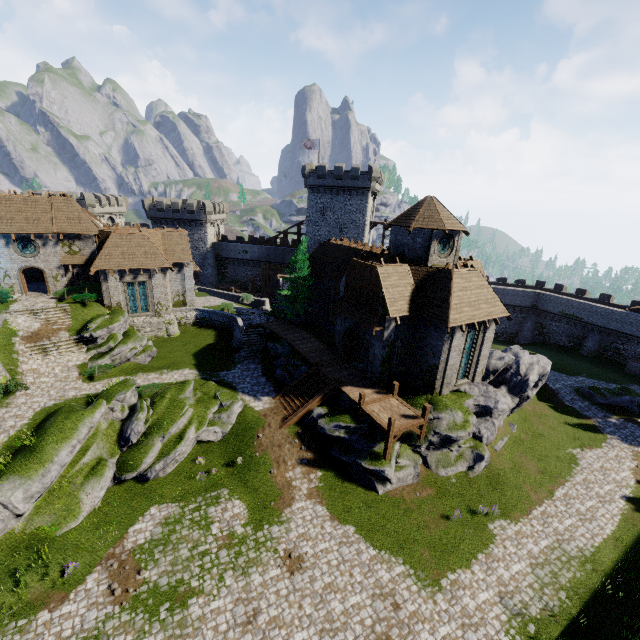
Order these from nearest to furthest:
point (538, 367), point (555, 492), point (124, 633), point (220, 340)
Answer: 1. point (124, 633)
2. point (555, 492)
3. point (538, 367)
4. point (220, 340)

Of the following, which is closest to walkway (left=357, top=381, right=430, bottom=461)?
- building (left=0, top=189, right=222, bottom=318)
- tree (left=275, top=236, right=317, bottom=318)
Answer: tree (left=275, top=236, right=317, bottom=318)

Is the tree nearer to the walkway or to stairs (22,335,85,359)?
the walkway

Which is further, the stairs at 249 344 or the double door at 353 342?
the stairs at 249 344

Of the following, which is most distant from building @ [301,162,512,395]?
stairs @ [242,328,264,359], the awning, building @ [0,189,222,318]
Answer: building @ [0,189,222,318]

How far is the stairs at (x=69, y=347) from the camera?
26.1m

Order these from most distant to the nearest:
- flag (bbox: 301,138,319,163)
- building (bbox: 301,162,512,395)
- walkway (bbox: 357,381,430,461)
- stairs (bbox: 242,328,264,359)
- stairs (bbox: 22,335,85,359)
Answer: flag (bbox: 301,138,319,163) → stairs (bbox: 242,328,264,359) → stairs (bbox: 22,335,85,359) → building (bbox: 301,162,512,395) → walkway (bbox: 357,381,430,461)

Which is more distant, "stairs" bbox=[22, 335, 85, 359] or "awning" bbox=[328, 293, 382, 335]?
"stairs" bbox=[22, 335, 85, 359]
